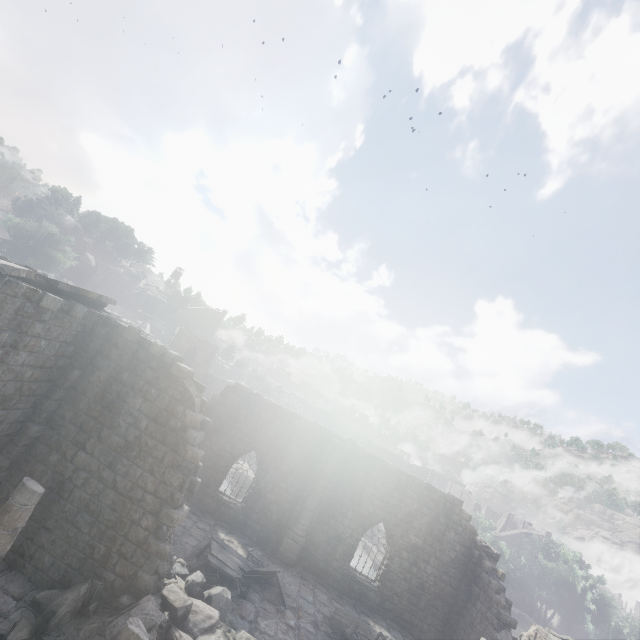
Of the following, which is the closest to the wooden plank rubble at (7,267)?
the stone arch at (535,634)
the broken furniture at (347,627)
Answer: the broken furniture at (347,627)

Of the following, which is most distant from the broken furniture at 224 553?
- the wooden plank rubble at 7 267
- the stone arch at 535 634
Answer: the wooden plank rubble at 7 267

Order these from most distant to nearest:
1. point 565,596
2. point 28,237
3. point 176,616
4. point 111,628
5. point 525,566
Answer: point 28,237, point 525,566, point 565,596, point 176,616, point 111,628

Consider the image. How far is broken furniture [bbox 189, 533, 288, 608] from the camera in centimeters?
1228cm

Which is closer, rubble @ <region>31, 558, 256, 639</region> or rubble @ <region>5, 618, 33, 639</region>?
rubble @ <region>5, 618, 33, 639</region>

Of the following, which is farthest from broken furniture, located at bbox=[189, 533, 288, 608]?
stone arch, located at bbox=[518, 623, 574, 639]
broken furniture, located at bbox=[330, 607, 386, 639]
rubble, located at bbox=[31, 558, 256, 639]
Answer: stone arch, located at bbox=[518, 623, 574, 639]

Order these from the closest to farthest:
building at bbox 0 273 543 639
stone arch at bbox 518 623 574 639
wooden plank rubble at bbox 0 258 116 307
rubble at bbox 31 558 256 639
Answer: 1. wooden plank rubble at bbox 0 258 116 307
2. rubble at bbox 31 558 256 639
3. building at bbox 0 273 543 639
4. stone arch at bbox 518 623 574 639

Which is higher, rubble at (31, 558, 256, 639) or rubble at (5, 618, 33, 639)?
rubble at (31, 558, 256, 639)
